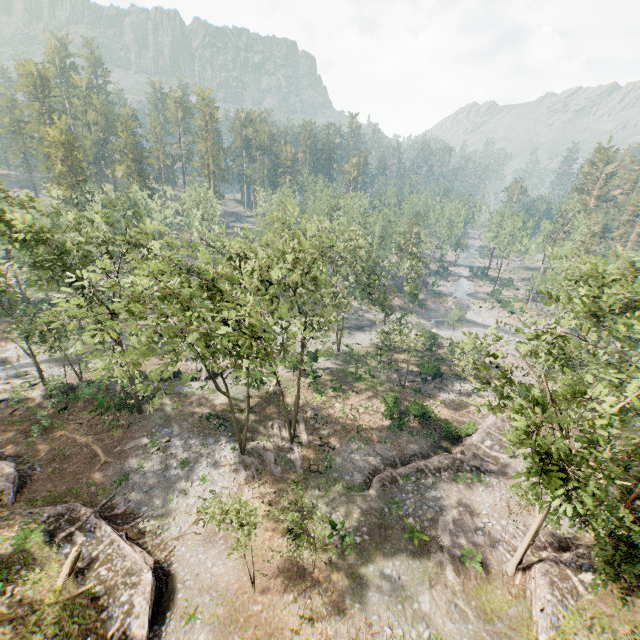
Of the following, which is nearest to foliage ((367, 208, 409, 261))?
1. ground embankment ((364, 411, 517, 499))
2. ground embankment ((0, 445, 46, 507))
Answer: ground embankment ((0, 445, 46, 507))

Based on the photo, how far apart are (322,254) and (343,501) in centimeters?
2407cm

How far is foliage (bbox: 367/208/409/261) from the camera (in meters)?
42.66

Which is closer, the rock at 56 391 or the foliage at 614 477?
the foliage at 614 477

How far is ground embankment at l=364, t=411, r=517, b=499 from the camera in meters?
25.4

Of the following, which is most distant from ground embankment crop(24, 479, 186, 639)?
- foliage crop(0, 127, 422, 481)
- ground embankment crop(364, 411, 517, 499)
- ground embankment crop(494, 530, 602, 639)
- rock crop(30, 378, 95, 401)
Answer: ground embankment crop(494, 530, 602, 639)

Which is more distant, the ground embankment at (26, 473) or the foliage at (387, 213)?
the foliage at (387, 213)

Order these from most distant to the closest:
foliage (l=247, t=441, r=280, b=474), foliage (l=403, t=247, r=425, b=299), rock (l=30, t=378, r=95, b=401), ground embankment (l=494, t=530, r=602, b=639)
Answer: foliage (l=403, t=247, r=425, b=299)
rock (l=30, t=378, r=95, b=401)
foliage (l=247, t=441, r=280, b=474)
ground embankment (l=494, t=530, r=602, b=639)
